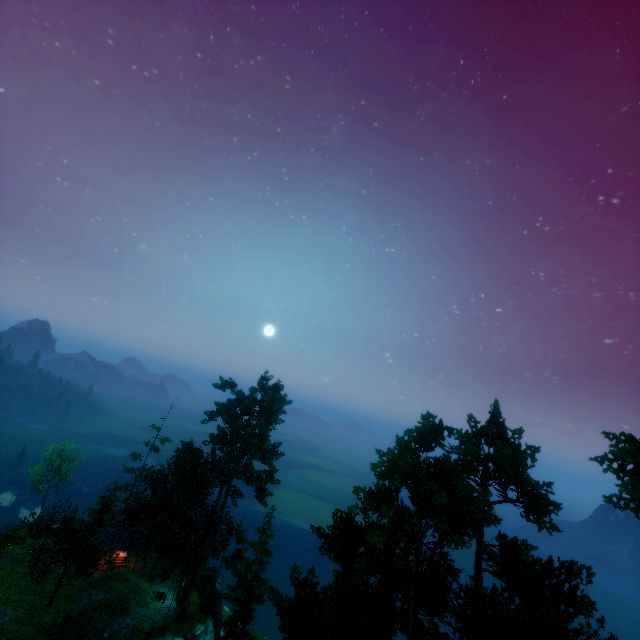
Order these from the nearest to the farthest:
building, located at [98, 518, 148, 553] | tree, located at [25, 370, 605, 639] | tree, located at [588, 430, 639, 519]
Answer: tree, located at [25, 370, 605, 639] → tree, located at [588, 430, 639, 519] → building, located at [98, 518, 148, 553]

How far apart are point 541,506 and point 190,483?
34.7 meters

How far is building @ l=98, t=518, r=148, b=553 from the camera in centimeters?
3647cm

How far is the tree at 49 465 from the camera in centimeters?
4191cm

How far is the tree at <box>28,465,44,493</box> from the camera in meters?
40.4 m

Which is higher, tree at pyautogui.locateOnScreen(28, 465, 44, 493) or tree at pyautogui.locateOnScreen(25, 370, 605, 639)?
tree at pyautogui.locateOnScreen(25, 370, 605, 639)

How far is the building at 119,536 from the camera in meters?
36.5 m
